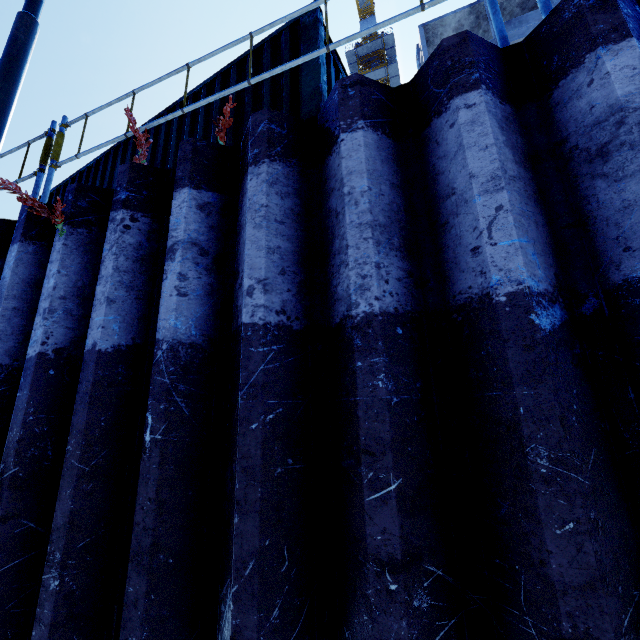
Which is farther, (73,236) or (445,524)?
(73,236)

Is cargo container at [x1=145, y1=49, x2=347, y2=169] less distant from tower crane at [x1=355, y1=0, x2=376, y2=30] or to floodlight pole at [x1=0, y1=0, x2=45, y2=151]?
floodlight pole at [x1=0, y1=0, x2=45, y2=151]

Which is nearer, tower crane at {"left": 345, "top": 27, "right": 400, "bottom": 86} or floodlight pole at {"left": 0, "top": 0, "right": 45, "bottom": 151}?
floodlight pole at {"left": 0, "top": 0, "right": 45, "bottom": 151}

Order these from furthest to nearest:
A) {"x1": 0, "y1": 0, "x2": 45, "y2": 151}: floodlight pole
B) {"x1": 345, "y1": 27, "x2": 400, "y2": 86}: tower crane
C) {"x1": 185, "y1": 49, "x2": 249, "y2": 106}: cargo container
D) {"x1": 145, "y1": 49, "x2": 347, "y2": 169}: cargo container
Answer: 1. {"x1": 345, "y1": 27, "x2": 400, "y2": 86}: tower crane
2. {"x1": 0, "y1": 0, "x2": 45, "y2": 151}: floodlight pole
3. {"x1": 185, "y1": 49, "x2": 249, "y2": 106}: cargo container
4. {"x1": 145, "y1": 49, "x2": 347, "y2": 169}: cargo container

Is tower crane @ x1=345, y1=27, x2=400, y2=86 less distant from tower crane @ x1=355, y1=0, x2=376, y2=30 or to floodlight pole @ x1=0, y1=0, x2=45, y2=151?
tower crane @ x1=355, y1=0, x2=376, y2=30

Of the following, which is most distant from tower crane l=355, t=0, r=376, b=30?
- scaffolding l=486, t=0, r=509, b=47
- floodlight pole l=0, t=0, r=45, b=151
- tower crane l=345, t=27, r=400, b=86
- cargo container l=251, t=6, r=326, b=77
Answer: scaffolding l=486, t=0, r=509, b=47

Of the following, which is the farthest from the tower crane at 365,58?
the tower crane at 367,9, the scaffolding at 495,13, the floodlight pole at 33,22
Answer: the scaffolding at 495,13

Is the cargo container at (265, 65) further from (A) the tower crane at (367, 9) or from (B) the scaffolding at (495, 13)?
(A) the tower crane at (367, 9)
